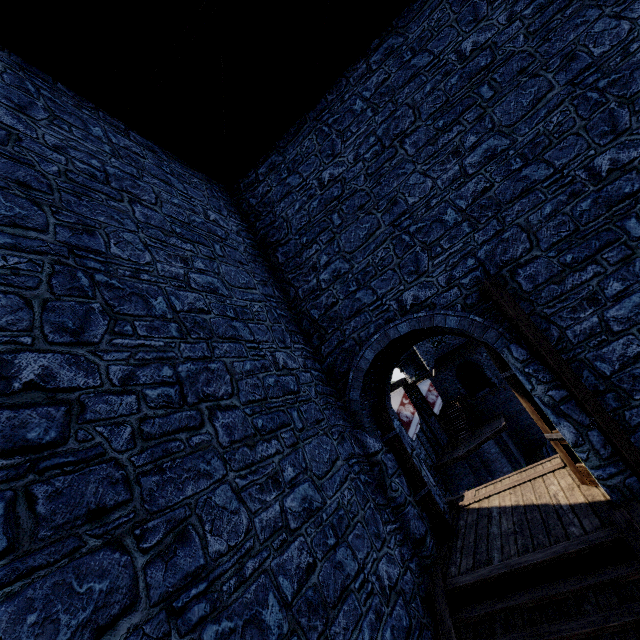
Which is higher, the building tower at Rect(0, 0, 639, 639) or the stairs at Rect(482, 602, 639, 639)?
the building tower at Rect(0, 0, 639, 639)

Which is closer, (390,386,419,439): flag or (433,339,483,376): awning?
(390,386,419,439): flag

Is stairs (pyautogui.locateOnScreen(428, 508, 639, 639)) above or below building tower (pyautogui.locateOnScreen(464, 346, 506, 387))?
below

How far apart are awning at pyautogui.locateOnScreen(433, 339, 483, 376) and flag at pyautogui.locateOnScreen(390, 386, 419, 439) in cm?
1854

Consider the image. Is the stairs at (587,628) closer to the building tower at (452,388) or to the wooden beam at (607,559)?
the wooden beam at (607,559)

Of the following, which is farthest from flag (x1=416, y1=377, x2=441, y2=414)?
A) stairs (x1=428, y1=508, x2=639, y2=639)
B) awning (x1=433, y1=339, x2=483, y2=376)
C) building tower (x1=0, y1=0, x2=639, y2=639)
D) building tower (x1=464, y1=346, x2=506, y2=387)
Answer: stairs (x1=428, y1=508, x2=639, y2=639)

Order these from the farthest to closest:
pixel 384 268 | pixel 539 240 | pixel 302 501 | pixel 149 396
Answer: pixel 384 268, pixel 539 240, pixel 302 501, pixel 149 396

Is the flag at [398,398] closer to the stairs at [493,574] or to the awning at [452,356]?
the stairs at [493,574]
